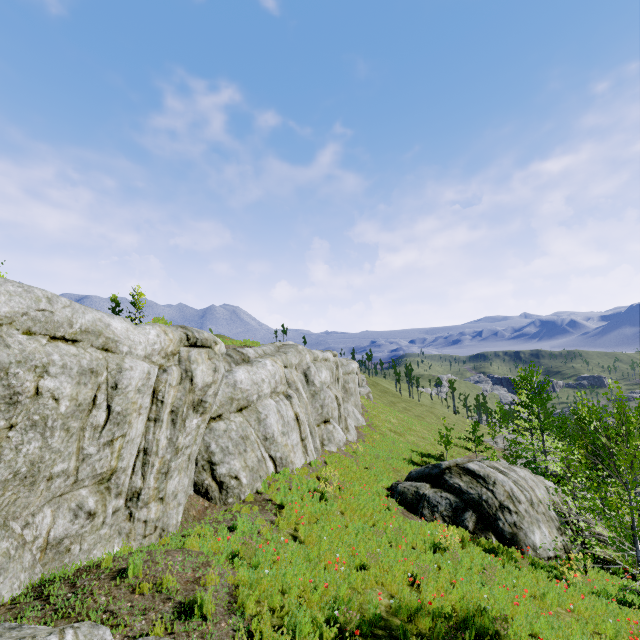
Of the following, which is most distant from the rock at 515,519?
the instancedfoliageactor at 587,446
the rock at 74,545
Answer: the instancedfoliageactor at 587,446

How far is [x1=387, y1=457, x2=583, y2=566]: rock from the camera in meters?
13.5

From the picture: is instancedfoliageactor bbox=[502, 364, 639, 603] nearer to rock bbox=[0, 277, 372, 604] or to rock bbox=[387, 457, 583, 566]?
rock bbox=[0, 277, 372, 604]

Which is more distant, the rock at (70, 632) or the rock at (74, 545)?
the rock at (74, 545)

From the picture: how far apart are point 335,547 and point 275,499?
3.3m

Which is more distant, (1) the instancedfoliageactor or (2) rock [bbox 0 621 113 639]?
(1) the instancedfoliageactor
